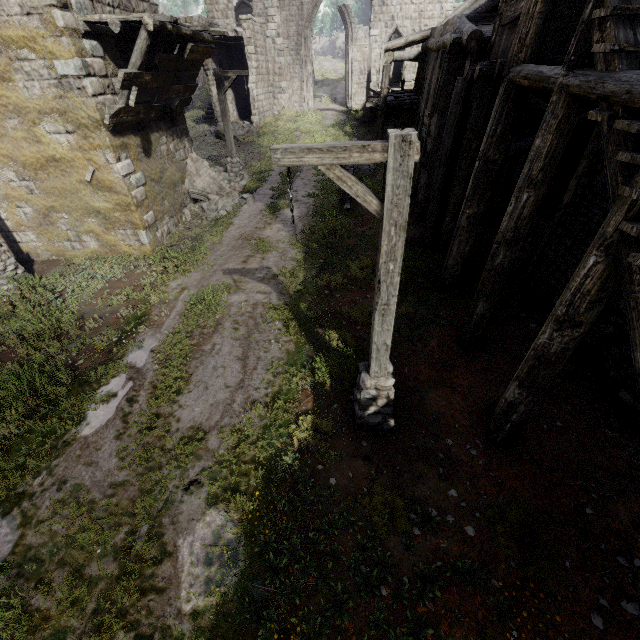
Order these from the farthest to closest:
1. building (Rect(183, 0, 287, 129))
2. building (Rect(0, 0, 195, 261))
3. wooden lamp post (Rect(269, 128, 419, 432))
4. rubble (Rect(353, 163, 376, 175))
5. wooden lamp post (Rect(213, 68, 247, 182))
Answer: building (Rect(183, 0, 287, 129)) → rubble (Rect(353, 163, 376, 175)) → wooden lamp post (Rect(213, 68, 247, 182)) → building (Rect(0, 0, 195, 261)) → wooden lamp post (Rect(269, 128, 419, 432))

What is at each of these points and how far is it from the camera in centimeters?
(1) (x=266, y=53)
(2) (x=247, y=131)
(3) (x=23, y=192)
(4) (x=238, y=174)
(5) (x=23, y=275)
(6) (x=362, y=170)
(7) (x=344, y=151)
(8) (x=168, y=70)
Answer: (1) building, 2636cm
(2) rubble, 2406cm
(3) building, 1038cm
(4) wooden lamp post, 1633cm
(5) wooden lamp post, 1012cm
(6) rubble, 1711cm
(7) wooden lamp post, 338cm
(8) wooden plank rubble, 1023cm

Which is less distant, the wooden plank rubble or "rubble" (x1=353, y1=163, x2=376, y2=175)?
the wooden plank rubble

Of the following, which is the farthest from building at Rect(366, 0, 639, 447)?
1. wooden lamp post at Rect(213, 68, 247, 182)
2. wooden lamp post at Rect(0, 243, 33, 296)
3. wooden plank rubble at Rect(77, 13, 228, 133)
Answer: wooden lamp post at Rect(213, 68, 247, 182)

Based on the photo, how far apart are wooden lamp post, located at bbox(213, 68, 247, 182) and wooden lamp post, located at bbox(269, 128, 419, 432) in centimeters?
1315cm

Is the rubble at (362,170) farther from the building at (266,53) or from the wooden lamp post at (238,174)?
the wooden lamp post at (238,174)

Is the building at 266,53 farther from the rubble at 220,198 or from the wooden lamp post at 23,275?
the wooden lamp post at 23,275

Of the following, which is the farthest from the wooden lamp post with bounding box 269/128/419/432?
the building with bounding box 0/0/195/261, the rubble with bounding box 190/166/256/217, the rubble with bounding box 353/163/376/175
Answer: the rubble with bounding box 353/163/376/175
